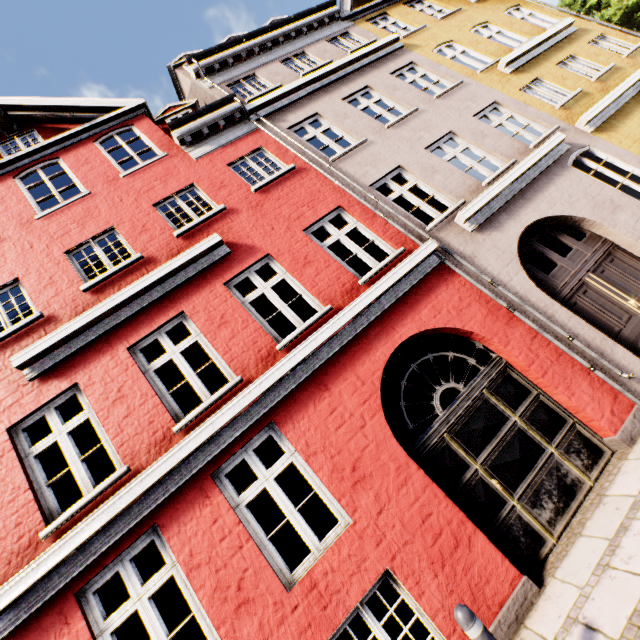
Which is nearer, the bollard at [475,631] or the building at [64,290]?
the bollard at [475,631]

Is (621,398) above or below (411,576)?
below

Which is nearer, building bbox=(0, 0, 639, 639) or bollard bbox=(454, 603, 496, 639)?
bollard bbox=(454, 603, 496, 639)
